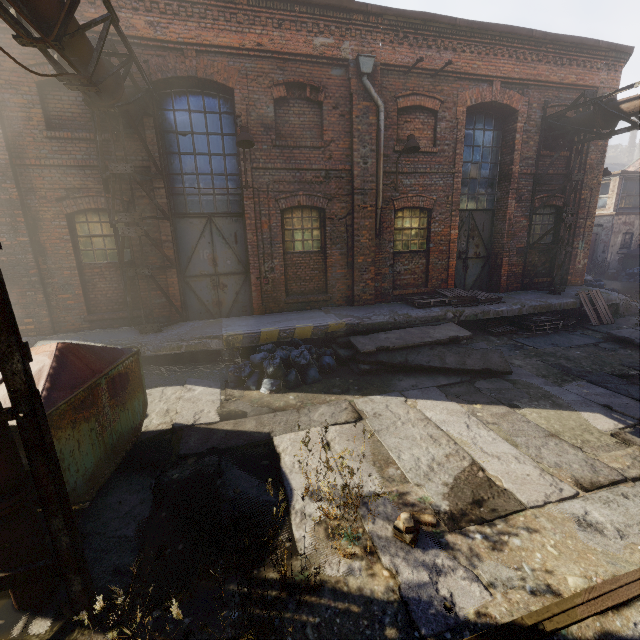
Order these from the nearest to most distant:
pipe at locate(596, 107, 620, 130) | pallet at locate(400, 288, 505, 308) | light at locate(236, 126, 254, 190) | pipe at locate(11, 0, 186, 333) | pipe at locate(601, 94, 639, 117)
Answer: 1. pipe at locate(11, 0, 186, 333)
2. light at locate(236, 126, 254, 190)
3. pipe at locate(601, 94, 639, 117)
4. pipe at locate(596, 107, 620, 130)
5. pallet at locate(400, 288, 505, 308)

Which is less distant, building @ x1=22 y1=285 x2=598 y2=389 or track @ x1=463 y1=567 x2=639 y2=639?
track @ x1=463 y1=567 x2=639 y2=639

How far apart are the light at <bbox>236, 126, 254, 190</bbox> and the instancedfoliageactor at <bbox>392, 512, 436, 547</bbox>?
6.7m

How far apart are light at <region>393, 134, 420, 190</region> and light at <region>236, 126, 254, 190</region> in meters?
3.9 m

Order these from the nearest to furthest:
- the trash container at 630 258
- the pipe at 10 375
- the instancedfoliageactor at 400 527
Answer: the pipe at 10 375 < the instancedfoliageactor at 400 527 < the trash container at 630 258

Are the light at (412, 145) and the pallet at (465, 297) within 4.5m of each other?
yes

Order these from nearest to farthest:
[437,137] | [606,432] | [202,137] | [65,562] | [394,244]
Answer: [65,562]
[606,432]
[202,137]
[437,137]
[394,244]

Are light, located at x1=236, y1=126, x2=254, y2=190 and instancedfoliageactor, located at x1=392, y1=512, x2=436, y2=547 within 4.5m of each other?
no
